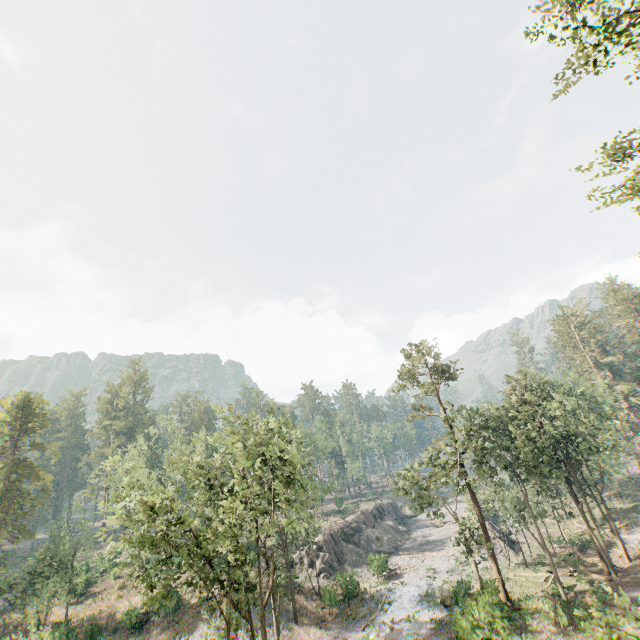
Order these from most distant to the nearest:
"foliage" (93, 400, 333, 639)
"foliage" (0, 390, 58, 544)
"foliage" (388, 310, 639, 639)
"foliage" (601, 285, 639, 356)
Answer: "foliage" (601, 285, 639, 356)
"foliage" (0, 390, 58, 544)
"foliage" (388, 310, 639, 639)
"foliage" (93, 400, 333, 639)

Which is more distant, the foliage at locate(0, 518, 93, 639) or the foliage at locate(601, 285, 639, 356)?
the foliage at locate(601, 285, 639, 356)

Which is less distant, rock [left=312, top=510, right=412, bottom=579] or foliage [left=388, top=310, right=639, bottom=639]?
foliage [left=388, top=310, right=639, bottom=639]

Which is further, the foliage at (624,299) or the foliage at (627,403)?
the foliage at (624,299)

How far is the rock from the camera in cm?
4266

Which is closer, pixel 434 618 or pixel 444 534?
pixel 434 618

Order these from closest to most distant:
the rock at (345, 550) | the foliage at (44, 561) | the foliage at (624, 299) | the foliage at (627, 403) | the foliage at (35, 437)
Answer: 1. the foliage at (627, 403)
2. the foliage at (44, 561)
3. the foliage at (35, 437)
4. the rock at (345, 550)
5. the foliage at (624, 299)
